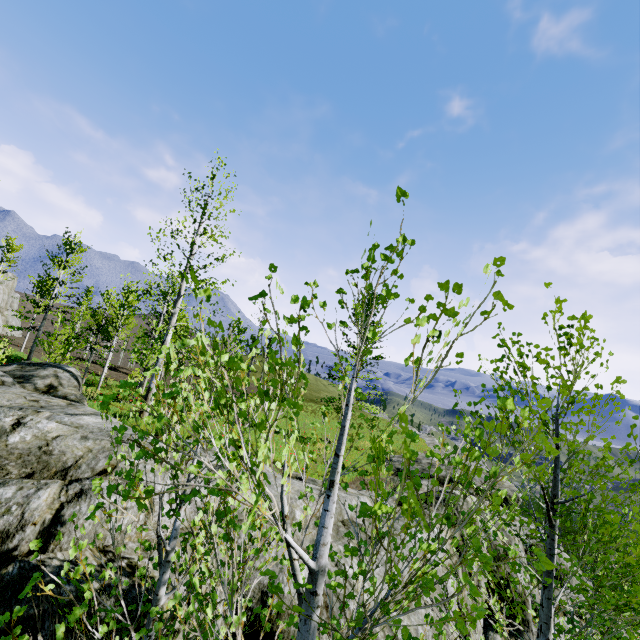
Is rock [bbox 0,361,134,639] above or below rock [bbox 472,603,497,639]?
above

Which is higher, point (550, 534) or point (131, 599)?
Result: point (550, 534)

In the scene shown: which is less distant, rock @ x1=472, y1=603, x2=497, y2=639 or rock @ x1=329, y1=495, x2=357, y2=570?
rock @ x1=329, y1=495, x2=357, y2=570

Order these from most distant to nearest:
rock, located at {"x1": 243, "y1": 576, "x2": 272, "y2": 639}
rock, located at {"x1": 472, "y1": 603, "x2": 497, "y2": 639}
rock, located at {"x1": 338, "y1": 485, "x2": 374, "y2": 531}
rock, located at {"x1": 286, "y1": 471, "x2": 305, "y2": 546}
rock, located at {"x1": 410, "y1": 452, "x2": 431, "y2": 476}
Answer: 1. rock, located at {"x1": 410, "y1": 452, "x2": 431, "y2": 476}
2. rock, located at {"x1": 472, "y1": 603, "x2": 497, "y2": 639}
3. rock, located at {"x1": 338, "y1": 485, "x2": 374, "y2": 531}
4. rock, located at {"x1": 286, "y1": 471, "x2": 305, "y2": 546}
5. rock, located at {"x1": 243, "y1": 576, "x2": 272, "y2": 639}

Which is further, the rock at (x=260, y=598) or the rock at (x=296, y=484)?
the rock at (x=296, y=484)

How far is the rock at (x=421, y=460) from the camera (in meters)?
17.30
